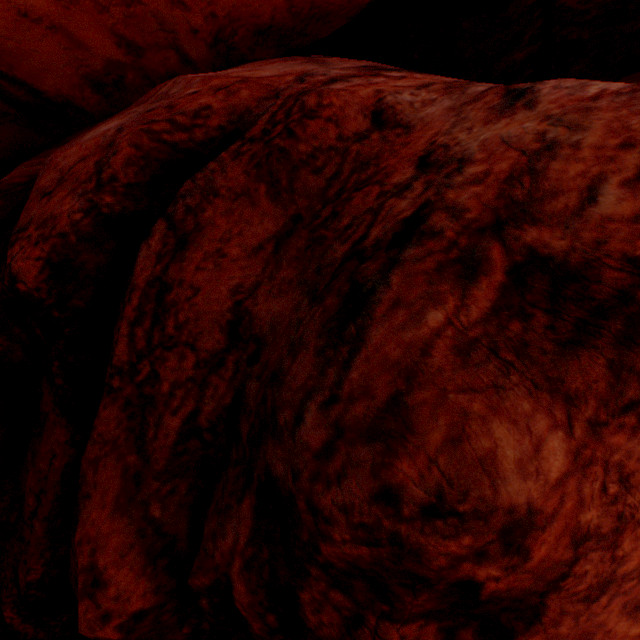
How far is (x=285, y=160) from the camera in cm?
209
